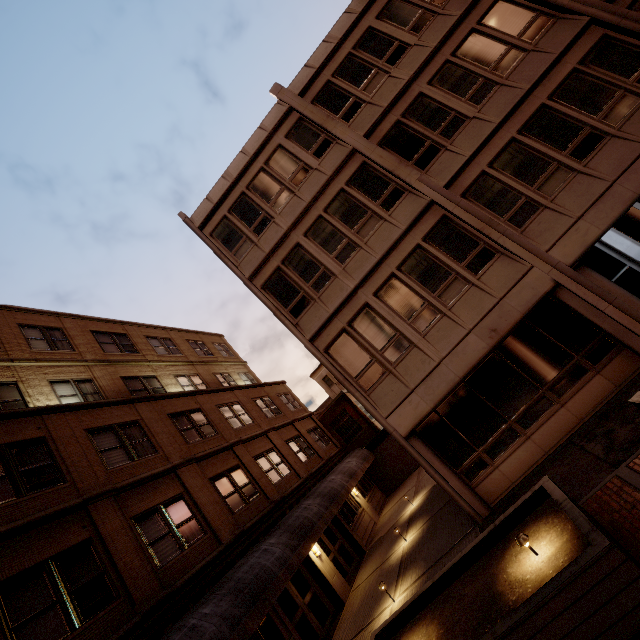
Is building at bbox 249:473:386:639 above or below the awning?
below

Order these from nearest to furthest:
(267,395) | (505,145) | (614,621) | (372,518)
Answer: (614,621) < (505,145) < (372,518) < (267,395)

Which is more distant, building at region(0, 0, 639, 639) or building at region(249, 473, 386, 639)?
building at region(249, 473, 386, 639)

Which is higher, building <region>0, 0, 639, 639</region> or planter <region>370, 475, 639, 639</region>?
building <region>0, 0, 639, 639</region>

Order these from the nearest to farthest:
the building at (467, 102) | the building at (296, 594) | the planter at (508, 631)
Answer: the planter at (508, 631), the building at (467, 102), the building at (296, 594)

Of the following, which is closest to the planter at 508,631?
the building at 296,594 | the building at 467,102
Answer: the building at 467,102

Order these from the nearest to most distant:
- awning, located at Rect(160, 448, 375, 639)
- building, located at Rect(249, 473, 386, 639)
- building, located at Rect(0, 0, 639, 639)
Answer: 1. awning, located at Rect(160, 448, 375, 639)
2. building, located at Rect(0, 0, 639, 639)
3. building, located at Rect(249, 473, 386, 639)

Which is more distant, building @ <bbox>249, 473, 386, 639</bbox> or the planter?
building @ <bbox>249, 473, 386, 639</bbox>
